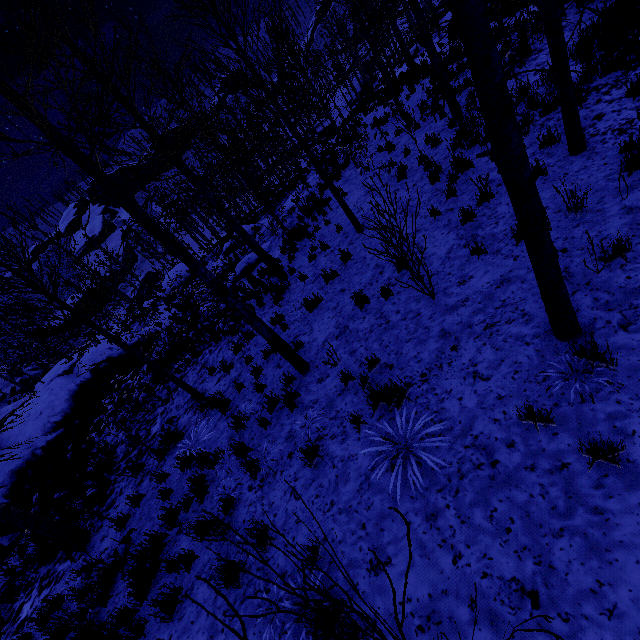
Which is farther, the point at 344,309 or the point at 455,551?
the point at 344,309

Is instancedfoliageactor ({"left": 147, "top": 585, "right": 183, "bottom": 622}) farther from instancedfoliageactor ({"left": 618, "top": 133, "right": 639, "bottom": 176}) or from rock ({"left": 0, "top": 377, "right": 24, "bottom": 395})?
rock ({"left": 0, "top": 377, "right": 24, "bottom": 395})

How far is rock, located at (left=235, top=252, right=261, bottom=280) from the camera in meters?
13.8

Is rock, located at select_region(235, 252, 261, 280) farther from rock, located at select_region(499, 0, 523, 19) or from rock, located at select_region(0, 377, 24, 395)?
rock, located at select_region(0, 377, 24, 395)

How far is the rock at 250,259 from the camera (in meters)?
13.81

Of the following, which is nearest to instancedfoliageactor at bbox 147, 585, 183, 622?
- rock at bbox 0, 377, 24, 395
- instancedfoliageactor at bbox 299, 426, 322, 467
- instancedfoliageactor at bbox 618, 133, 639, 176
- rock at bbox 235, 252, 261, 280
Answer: instancedfoliageactor at bbox 299, 426, 322, 467

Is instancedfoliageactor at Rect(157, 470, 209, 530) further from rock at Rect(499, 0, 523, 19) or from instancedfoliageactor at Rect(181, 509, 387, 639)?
rock at Rect(499, 0, 523, 19)

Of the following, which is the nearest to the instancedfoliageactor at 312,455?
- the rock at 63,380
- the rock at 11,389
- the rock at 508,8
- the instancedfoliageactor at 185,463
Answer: the instancedfoliageactor at 185,463
